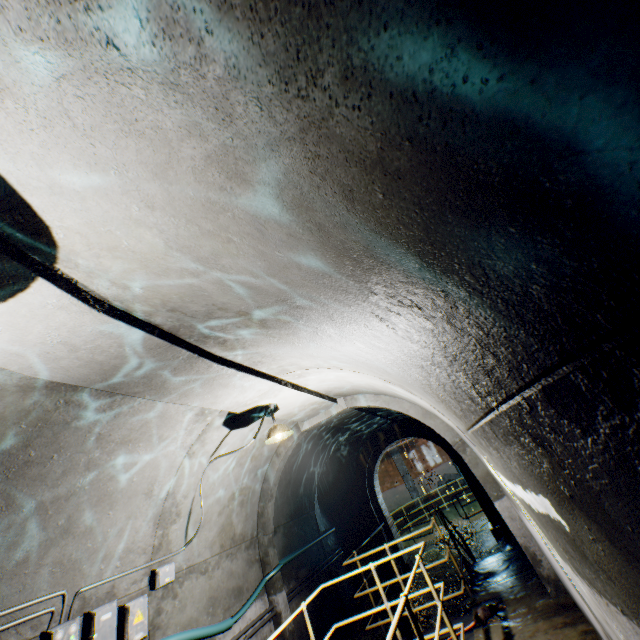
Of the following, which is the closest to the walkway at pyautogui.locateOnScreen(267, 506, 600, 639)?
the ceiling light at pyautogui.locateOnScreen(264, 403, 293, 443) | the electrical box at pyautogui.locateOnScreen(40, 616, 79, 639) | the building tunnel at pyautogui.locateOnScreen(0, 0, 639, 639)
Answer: the building tunnel at pyautogui.locateOnScreen(0, 0, 639, 639)

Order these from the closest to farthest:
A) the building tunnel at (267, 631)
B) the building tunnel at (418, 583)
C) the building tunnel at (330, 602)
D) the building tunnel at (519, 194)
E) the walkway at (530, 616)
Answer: the building tunnel at (519, 194)
the walkway at (530, 616)
the building tunnel at (267, 631)
the building tunnel at (330, 602)
the building tunnel at (418, 583)

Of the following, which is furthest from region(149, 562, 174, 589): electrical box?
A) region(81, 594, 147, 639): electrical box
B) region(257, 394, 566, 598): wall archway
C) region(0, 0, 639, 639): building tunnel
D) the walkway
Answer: region(257, 394, 566, 598): wall archway

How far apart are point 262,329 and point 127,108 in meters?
1.9 m

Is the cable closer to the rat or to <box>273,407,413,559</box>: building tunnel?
<box>273,407,413,559</box>: building tunnel

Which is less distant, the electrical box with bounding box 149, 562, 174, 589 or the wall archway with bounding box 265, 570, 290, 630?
the electrical box with bounding box 149, 562, 174, 589

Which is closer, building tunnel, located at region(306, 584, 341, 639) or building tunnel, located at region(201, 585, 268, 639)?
building tunnel, located at region(201, 585, 268, 639)

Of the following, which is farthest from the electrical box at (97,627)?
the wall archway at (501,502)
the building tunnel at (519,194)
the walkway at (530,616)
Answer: the wall archway at (501,502)
